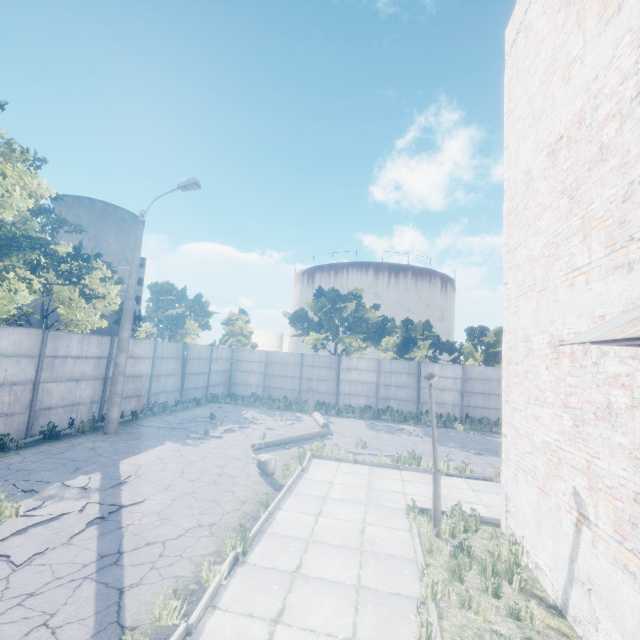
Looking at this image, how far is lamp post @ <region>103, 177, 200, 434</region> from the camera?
→ 12.2m

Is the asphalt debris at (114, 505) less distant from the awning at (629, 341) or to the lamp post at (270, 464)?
the lamp post at (270, 464)

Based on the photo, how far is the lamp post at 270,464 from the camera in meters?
9.0 m

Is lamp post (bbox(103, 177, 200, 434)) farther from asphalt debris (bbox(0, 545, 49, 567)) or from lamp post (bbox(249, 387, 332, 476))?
lamp post (bbox(249, 387, 332, 476))

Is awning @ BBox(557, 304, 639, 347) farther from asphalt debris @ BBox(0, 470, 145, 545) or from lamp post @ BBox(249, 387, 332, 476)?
lamp post @ BBox(249, 387, 332, 476)

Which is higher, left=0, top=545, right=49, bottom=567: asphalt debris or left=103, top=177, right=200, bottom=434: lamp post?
left=103, top=177, right=200, bottom=434: lamp post

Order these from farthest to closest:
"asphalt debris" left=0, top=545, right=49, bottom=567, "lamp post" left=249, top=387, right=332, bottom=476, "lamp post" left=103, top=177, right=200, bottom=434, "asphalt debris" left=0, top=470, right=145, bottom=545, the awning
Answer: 1. "lamp post" left=103, top=177, right=200, bottom=434
2. "lamp post" left=249, top=387, right=332, bottom=476
3. "asphalt debris" left=0, top=470, right=145, bottom=545
4. "asphalt debris" left=0, top=545, right=49, bottom=567
5. the awning

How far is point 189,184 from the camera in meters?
12.9
